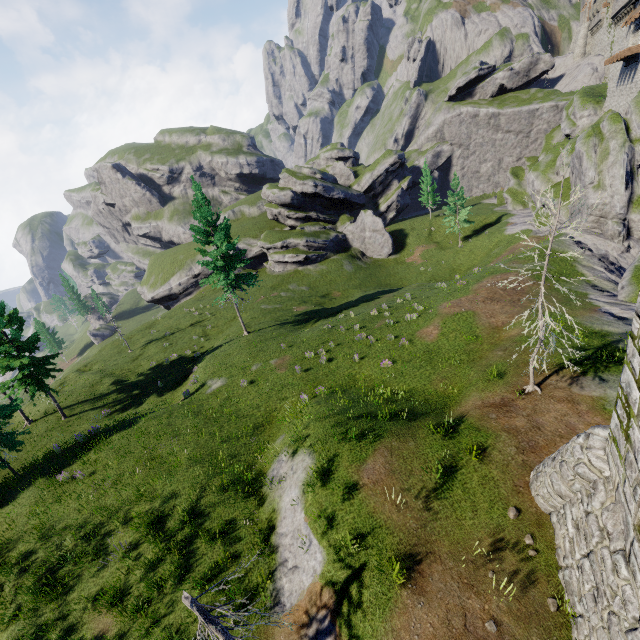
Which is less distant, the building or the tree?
the building

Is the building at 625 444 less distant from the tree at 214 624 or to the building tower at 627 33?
the tree at 214 624

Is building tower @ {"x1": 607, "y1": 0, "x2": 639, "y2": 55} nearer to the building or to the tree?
the building

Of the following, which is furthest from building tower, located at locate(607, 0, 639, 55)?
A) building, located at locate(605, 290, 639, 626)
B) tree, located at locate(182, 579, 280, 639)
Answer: tree, located at locate(182, 579, 280, 639)

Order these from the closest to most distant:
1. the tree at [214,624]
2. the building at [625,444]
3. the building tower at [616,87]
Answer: the building at [625,444], the tree at [214,624], the building tower at [616,87]

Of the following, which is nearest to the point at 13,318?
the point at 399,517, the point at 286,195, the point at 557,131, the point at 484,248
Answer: the point at 399,517
